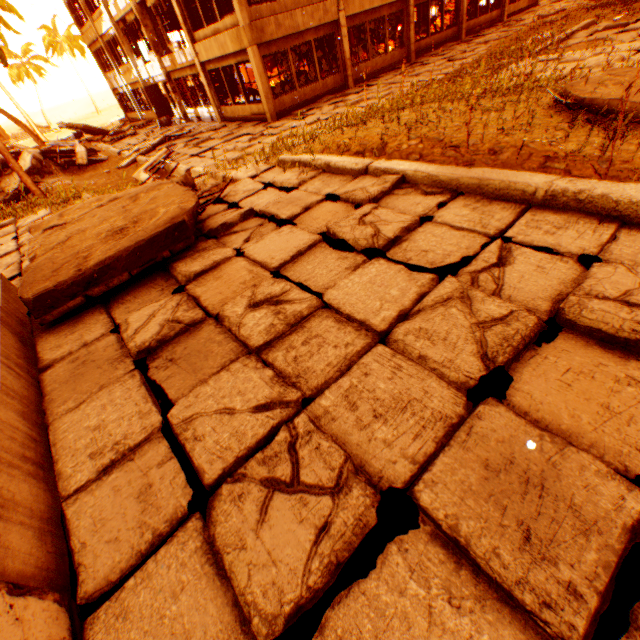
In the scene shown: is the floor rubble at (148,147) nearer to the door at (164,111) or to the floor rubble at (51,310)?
the door at (164,111)

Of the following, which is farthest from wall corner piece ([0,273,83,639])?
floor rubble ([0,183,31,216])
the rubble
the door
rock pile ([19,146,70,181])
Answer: the door

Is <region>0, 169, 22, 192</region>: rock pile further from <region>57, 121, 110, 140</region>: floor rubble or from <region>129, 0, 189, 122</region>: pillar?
<region>57, 121, 110, 140</region>: floor rubble

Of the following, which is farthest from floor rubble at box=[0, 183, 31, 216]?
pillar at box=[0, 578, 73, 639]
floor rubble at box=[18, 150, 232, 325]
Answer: floor rubble at box=[18, 150, 232, 325]

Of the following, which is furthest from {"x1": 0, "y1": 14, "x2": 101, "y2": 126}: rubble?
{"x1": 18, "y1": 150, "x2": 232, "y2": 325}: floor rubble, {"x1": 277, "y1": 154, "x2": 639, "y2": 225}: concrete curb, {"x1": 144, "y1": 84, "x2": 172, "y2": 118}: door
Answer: {"x1": 277, "y1": 154, "x2": 639, "y2": 225}: concrete curb

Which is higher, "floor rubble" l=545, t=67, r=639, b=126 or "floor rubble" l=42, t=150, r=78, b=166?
"floor rubble" l=545, t=67, r=639, b=126

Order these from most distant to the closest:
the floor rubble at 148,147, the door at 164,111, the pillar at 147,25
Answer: the door at 164,111 < the pillar at 147,25 < the floor rubble at 148,147

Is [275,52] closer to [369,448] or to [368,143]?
[368,143]
